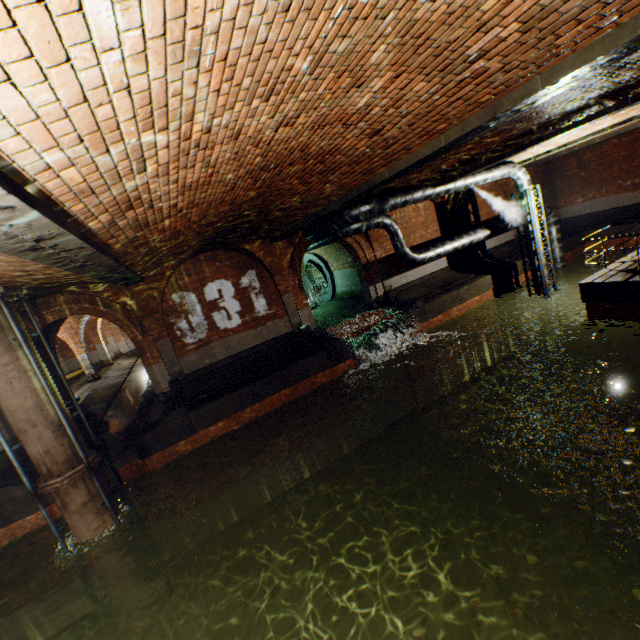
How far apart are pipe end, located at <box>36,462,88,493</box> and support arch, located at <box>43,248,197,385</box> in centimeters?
367cm

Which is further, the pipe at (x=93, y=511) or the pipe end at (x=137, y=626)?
the pipe end at (x=137, y=626)

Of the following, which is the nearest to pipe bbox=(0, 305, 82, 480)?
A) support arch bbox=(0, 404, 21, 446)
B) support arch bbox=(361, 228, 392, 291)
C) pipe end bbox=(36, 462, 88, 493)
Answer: pipe end bbox=(36, 462, 88, 493)

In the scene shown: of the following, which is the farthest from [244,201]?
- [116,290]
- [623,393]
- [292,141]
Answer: [623,393]

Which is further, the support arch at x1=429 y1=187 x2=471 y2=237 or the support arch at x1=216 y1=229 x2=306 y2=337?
the support arch at x1=429 y1=187 x2=471 y2=237

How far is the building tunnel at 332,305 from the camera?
16.59m

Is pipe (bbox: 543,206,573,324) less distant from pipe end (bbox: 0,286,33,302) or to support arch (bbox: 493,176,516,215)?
support arch (bbox: 493,176,516,215)

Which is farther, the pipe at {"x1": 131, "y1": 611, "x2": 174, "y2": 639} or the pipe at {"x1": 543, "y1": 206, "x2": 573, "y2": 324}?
the pipe at {"x1": 543, "y1": 206, "x2": 573, "y2": 324}
